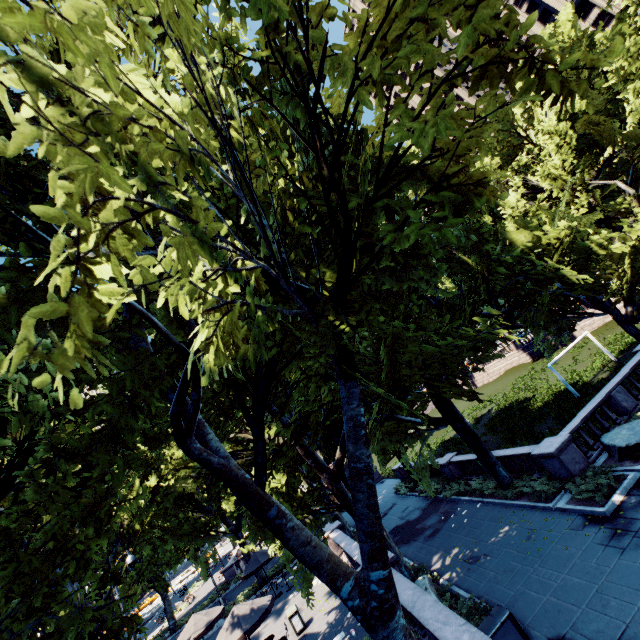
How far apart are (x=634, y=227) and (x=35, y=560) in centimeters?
2775cm

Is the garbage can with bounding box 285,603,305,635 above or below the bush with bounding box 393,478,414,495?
above

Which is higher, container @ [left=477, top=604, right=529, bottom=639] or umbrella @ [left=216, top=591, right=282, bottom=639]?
umbrella @ [left=216, top=591, right=282, bottom=639]

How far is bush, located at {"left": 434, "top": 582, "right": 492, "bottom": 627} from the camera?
→ 10.5 meters

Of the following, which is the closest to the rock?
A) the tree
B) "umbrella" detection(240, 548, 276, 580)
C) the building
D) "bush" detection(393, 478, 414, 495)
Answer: the tree

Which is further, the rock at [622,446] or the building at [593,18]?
the building at [593,18]

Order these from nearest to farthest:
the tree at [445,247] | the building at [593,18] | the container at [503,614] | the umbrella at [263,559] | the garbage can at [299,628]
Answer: the tree at [445,247] < the container at [503,614] < the garbage can at [299,628] < the umbrella at [263,559] < the building at [593,18]

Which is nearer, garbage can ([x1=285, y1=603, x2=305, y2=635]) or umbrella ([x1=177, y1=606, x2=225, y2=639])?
garbage can ([x1=285, y1=603, x2=305, y2=635])
